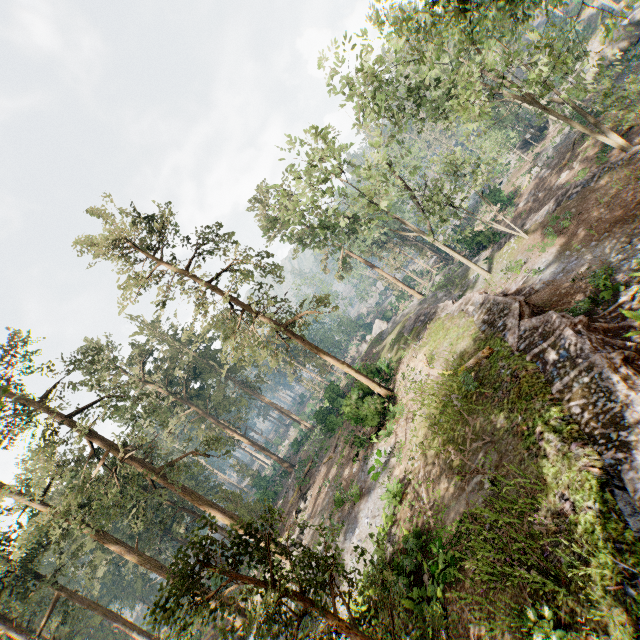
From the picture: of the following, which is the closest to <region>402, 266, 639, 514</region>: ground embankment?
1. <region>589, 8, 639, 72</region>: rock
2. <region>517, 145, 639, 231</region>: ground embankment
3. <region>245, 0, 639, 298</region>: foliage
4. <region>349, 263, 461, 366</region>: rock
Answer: <region>349, 263, 461, 366</region>: rock

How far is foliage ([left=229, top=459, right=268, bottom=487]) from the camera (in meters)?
54.49

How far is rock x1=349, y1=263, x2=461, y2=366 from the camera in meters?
33.8 m

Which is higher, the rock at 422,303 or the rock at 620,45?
the rock at 422,303

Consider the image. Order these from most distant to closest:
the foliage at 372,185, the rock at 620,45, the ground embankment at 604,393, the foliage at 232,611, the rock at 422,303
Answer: the rock at 422,303 → the rock at 620,45 → the foliage at 372,185 → the ground embankment at 604,393 → the foliage at 232,611

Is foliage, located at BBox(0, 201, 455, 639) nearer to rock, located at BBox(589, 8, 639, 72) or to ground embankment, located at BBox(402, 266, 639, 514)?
rock, located at BBox(589, 8, 639, 72)

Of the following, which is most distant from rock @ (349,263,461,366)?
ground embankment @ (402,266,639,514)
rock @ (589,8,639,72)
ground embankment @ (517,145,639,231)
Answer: rock @ (589,8,639,72)

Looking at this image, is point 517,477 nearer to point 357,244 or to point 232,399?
point 232,399
